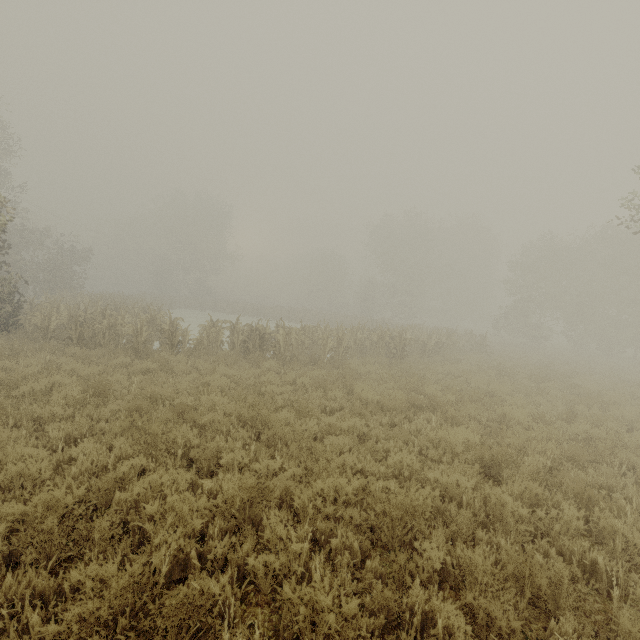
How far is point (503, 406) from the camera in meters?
10.0 m
